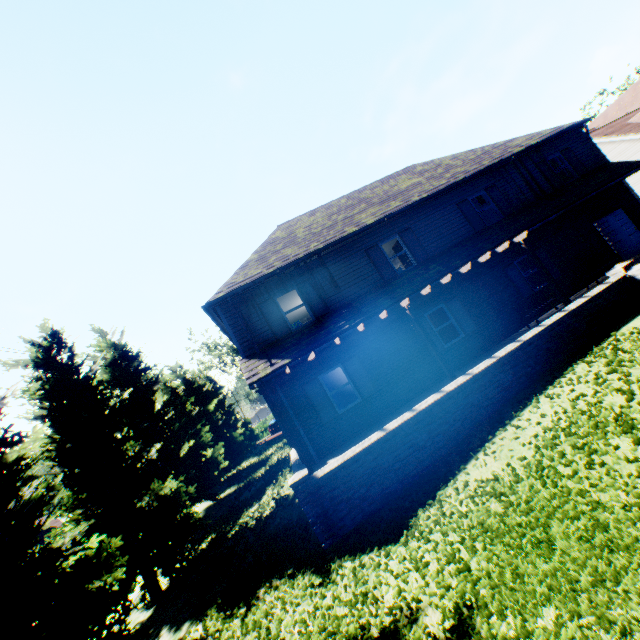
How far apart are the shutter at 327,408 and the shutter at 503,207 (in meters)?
11.23

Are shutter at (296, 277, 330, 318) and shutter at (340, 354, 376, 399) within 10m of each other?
yes

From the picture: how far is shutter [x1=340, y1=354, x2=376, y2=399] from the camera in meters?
12.0 m

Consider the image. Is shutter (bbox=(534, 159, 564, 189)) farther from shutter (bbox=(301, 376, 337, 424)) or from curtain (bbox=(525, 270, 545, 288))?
shutter (bbox=(301, 376, 337, 424))

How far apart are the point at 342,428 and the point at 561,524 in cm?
829

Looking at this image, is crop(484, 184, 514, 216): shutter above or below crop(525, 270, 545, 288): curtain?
above

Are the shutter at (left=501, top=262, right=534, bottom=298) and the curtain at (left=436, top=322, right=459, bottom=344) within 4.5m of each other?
yes

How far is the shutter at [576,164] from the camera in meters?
→ 15.8
